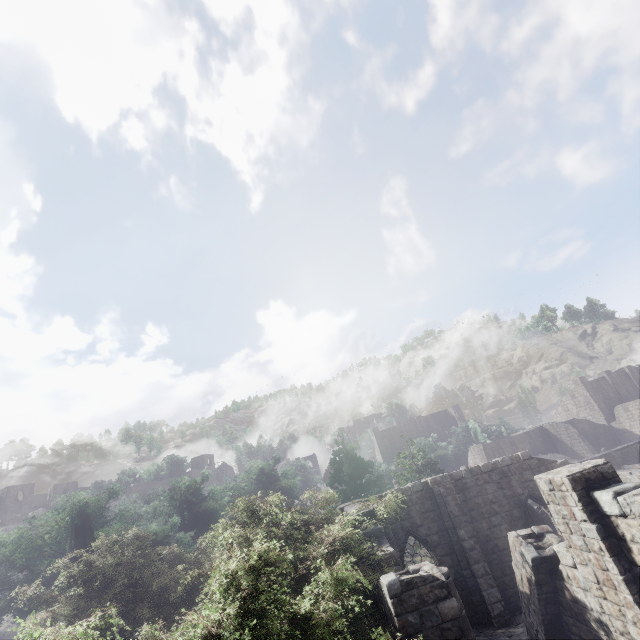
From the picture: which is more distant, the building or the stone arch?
the stone arch

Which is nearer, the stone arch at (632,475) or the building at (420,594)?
the building at (420,594)

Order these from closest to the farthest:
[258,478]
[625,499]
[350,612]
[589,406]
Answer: [350,612] < [625,499] < [258,478] < [589,406]
